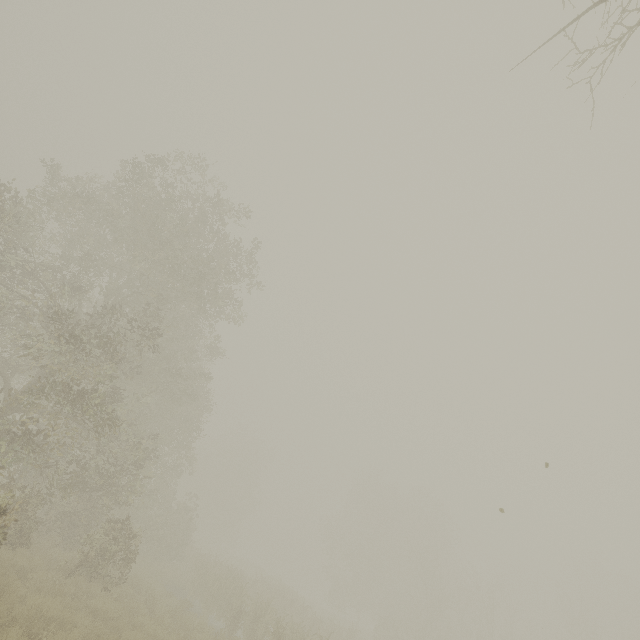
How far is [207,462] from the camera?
48.31m
